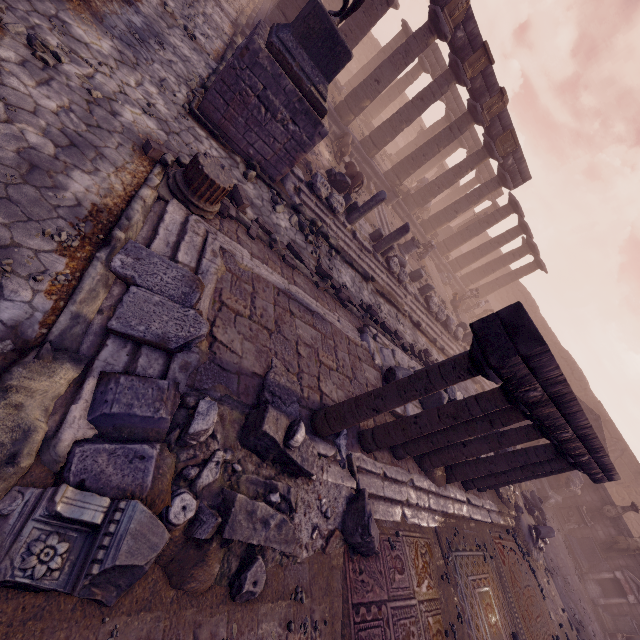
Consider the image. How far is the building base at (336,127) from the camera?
15.5m

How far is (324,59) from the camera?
7.0m

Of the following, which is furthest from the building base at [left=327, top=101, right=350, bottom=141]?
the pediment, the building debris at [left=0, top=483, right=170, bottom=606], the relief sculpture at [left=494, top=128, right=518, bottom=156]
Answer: the building debris at [left=0, top=483, right=170, bottom=606]

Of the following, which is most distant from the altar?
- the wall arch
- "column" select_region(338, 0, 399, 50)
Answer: "column" select_region(338, 0, 399, 50)

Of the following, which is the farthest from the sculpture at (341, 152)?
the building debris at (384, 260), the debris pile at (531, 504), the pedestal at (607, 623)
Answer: the pedestal at (607, 623)

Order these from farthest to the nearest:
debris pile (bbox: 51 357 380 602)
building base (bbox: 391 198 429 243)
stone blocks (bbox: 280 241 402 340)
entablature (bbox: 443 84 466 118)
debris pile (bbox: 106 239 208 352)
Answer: entablature (bbox: 443 84 466 118) < building base (bbox: 391 198 429 243) < stone blocks (bbox: 280 241 402 340) < debris pile (bbox: 106 239 208 352) < debris pile (bbox: 51 357 380 602)

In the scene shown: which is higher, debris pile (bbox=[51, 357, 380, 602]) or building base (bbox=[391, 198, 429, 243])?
building base (bbox=[391, 198, 429, 243])

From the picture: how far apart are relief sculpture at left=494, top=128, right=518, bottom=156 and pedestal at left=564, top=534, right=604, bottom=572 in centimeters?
1969cm
